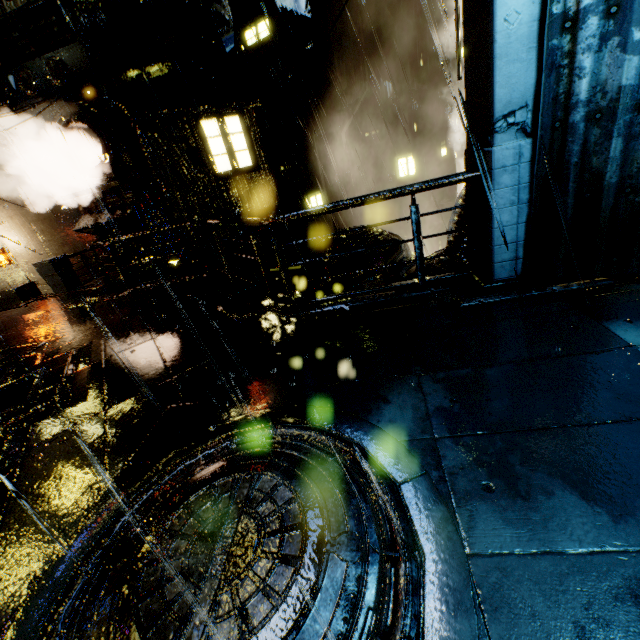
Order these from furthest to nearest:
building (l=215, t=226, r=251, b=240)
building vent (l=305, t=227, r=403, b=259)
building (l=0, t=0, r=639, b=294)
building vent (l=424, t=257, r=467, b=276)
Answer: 1. building (l=215, t=226, r=251, b=240)
2. building vent (l=305, t=227, r=403, b=259)
3. building vent (l=424, t=257, r=467, b=276)
4. building (l=0, t=0, r=639, b=294)

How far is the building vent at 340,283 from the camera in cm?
764

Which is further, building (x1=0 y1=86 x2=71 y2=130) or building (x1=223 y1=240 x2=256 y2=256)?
building (x1=223 y1=240 x2=256 y2=256)

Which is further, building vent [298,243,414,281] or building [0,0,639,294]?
building vent [298,243,414,281]

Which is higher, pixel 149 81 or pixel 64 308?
pixel 149 81

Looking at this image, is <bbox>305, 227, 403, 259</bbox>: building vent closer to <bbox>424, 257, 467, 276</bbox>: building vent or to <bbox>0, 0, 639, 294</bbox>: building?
<bbox>0, 0, 639, 294</bbox>: building
